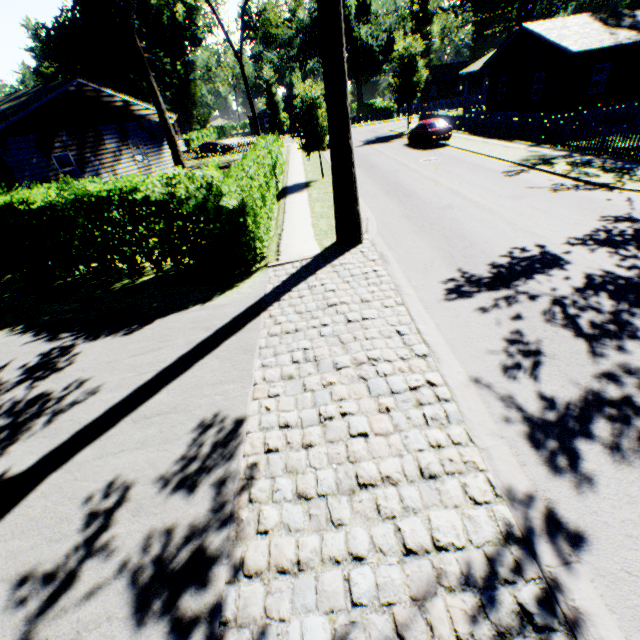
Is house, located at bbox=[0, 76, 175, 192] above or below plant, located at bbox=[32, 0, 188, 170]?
below

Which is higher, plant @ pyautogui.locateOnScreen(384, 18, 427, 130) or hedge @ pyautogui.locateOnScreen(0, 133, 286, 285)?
plant @ pyautogui.locateOnScreen(384, 18, 427, 130)

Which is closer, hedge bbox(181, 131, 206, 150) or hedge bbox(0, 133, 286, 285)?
hedge bbox(0, 133, 286, 285)

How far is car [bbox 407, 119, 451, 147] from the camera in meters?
23.7 m

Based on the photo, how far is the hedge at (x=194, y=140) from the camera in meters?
51.6

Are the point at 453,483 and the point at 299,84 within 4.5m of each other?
no

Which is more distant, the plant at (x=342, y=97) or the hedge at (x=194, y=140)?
the hedge at (x=194, y=140)

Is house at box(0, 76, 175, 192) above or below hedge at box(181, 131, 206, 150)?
above
